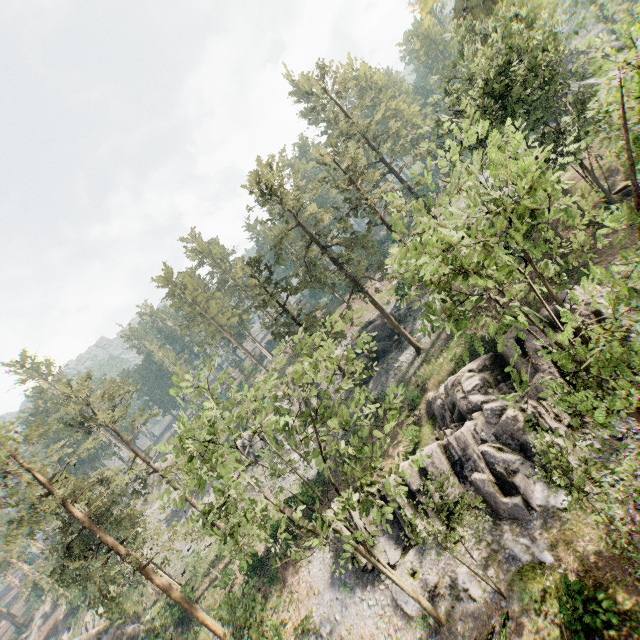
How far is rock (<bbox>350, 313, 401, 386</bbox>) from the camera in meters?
40.2

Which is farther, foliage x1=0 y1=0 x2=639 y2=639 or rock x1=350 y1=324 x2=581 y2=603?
rock x1=350 y1=324 x2=581 y2=603

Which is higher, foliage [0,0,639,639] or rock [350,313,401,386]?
foliage [0,0,639,639]

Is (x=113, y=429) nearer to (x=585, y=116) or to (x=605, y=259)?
(x=605, y=259)

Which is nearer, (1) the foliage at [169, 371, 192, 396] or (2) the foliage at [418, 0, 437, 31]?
(1) the foliage at [169, 371, 192, 396]

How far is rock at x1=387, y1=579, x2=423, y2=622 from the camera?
19.7m

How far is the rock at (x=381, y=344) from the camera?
40.25m

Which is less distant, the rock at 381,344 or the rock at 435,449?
the rock at 435,449
